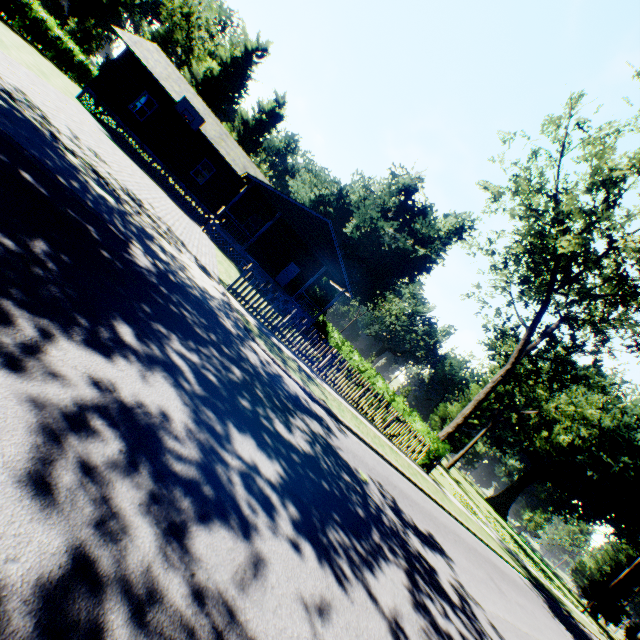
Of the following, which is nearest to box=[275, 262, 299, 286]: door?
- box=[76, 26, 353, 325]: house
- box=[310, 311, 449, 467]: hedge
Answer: box=[76, 26, 353, 325]: house

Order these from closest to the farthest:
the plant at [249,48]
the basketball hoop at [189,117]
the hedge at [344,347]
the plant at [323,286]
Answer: the hedge at [344,347]
the basketball hoop at [189,117]
the plant at [249,48]
the plant at [323,286]

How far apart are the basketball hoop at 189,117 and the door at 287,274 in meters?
11.4

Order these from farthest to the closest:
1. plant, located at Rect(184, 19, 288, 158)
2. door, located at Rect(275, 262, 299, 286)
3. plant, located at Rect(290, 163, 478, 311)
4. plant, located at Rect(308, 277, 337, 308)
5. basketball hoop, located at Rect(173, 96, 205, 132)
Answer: plant, located at Rect(308, 277, 337, 308)
plant, located at Rect(184, 19, 288, 158)
plant, located at Rect(290, 163, 478, 311)
door, located at Rect(275, 262, 299, 286)
basketball hoop, located at Rect(173, 96, 205, 132)

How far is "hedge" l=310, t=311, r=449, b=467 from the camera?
17.2m

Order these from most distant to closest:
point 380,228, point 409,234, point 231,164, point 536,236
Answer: point 409,234 → point 380,228 → point 231,164 → point 536,236

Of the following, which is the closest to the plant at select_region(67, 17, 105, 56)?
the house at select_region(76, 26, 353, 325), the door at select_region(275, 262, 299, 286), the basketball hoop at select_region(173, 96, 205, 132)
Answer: the house at select_region(76, 26, 353, 325)

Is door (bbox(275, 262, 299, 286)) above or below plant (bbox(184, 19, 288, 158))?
below
